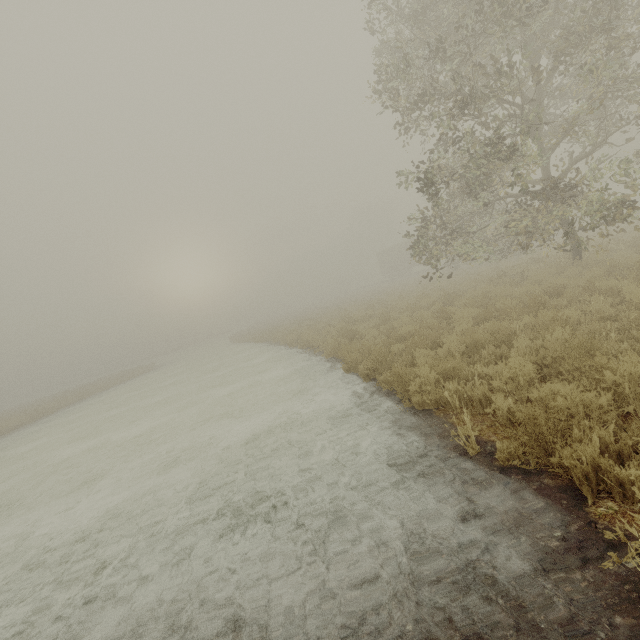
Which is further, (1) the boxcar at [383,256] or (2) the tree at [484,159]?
(1) the boxcar at [383,256]

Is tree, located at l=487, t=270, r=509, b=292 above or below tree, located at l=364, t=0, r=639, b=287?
below

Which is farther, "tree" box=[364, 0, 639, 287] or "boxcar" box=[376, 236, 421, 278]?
"boxcar" box=[376, 236, 421, 278]

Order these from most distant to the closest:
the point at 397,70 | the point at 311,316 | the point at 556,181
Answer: the point at 311,316, the point at 397,70, the point at 556,181

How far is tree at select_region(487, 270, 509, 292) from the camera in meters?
11.0

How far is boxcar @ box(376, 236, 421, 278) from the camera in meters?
44.1
